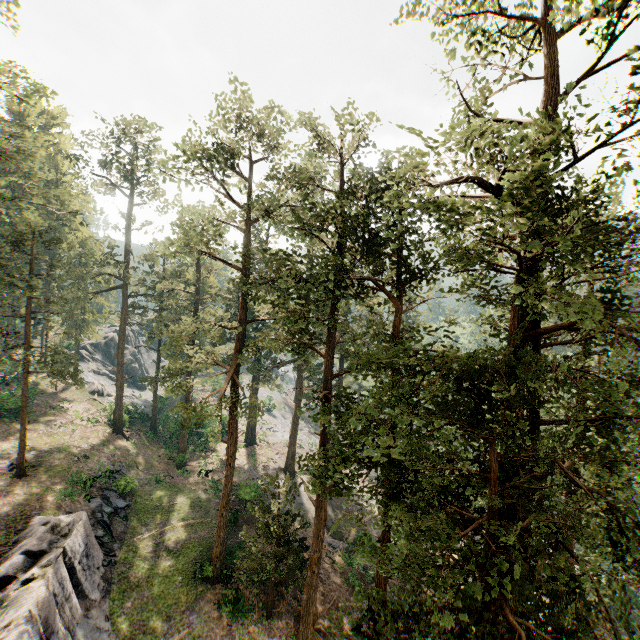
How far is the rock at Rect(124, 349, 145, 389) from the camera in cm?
5788

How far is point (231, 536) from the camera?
26.59m

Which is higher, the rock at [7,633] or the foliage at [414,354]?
the foliage at [414,354]

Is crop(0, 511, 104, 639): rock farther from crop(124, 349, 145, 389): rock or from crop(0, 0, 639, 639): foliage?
crop(124, 349, 145, 389): rock

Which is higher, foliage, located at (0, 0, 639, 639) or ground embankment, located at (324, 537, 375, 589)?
foliage, located at (0, 0, 639, 639)

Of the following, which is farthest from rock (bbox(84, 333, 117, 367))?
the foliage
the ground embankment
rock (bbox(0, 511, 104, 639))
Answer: the ground embankment

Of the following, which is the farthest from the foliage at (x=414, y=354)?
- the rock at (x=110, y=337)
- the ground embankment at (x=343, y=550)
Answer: the rock at (x=110, y=337)

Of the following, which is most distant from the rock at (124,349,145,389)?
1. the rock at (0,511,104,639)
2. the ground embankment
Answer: the ground embankment
